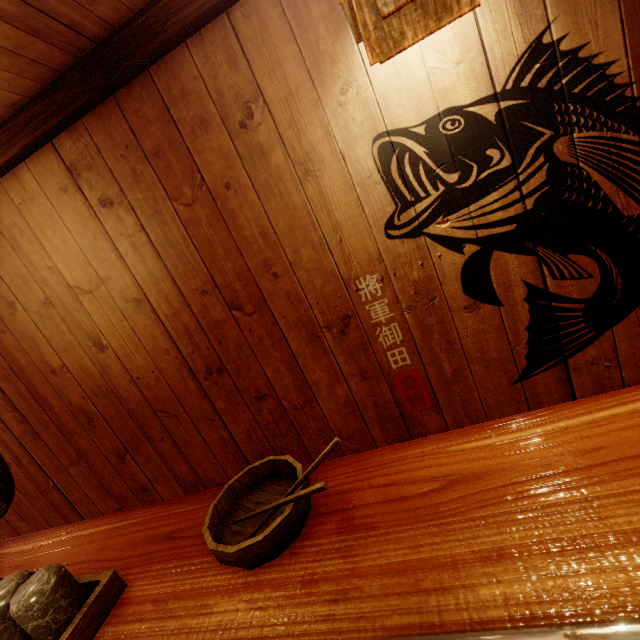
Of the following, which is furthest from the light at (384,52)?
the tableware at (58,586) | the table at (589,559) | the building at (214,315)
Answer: the tableware at (58,586)

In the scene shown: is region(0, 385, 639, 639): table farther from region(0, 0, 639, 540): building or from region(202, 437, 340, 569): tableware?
region(0, 0, 639, 540): building

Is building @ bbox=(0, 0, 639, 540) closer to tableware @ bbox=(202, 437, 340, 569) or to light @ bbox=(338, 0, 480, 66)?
light @ bbox=(338, 0, 480, 66)

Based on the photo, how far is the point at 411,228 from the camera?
2.85m

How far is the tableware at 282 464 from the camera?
1.33m

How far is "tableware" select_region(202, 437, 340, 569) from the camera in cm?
133

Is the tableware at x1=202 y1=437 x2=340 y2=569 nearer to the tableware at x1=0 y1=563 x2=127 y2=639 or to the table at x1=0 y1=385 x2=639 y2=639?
the table at x1=0 y1=385 x2=639 y2=639

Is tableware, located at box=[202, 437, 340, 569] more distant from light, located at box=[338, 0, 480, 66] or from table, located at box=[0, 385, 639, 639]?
light, located at box=[338, 0, 480, 66]
